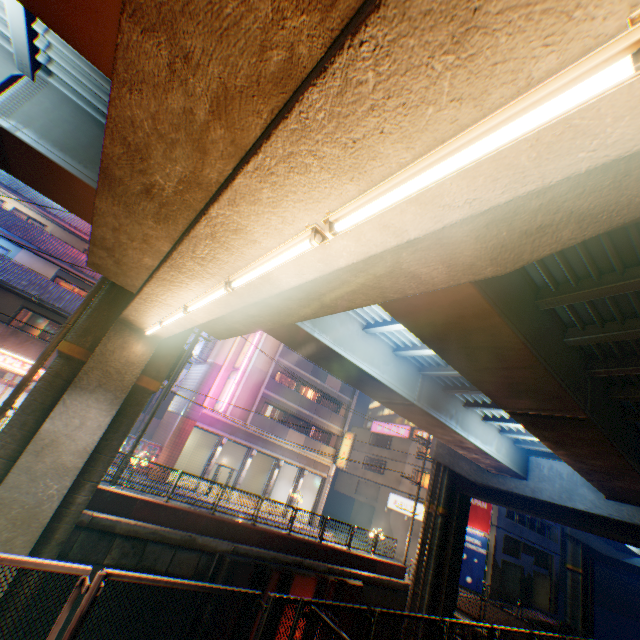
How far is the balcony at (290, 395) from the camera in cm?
2855

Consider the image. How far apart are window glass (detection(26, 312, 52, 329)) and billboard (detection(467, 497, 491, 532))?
36.4 meters

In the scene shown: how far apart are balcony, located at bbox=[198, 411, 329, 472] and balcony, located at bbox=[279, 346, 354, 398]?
6.7m

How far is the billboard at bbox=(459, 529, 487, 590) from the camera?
28.1 meters

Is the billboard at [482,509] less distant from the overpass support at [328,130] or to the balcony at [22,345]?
the overpass support at [328,130]

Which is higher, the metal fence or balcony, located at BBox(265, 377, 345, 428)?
balcony, located at BBox(265, 377, 345, 428)

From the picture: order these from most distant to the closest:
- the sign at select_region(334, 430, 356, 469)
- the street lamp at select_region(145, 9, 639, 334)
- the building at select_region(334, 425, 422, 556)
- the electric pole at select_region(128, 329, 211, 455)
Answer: the building at select_region(334, 425, 422, 556) → the sign at select_region(334, 430, 356, 469) → the electric pole at select_region(128, 329, 211, 455) → the street lamp at select_region(145, 9, 639, 334)

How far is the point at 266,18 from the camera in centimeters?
241cm
